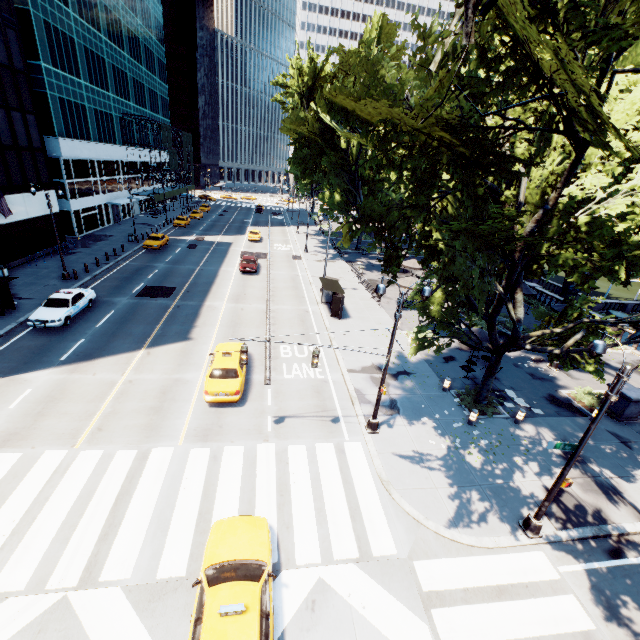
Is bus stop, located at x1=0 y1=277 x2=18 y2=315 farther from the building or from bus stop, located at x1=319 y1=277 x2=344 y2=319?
the building

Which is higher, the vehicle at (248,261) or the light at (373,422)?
the vehicle at (248,261)

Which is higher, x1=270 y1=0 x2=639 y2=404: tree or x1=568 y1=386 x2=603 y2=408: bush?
x1=270 y1=0 x2=639 y2=404: tree

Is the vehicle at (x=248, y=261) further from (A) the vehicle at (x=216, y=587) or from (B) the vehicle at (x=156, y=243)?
(A) the vehicle at (x=216, y=587)

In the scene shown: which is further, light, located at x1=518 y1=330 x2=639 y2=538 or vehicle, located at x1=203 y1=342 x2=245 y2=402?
vehicle, located at x1=203 y1=342 x2=245 y2=402

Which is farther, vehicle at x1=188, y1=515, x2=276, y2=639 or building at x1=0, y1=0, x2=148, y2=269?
building at x1=0, y1=0, x2=148, y2=269

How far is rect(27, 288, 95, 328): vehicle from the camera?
19.86m

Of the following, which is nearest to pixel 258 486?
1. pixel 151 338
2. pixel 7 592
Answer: pixel 7 592
